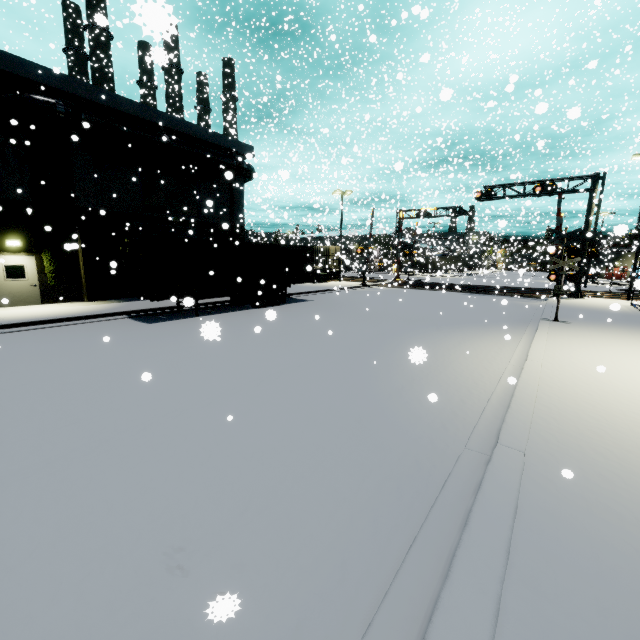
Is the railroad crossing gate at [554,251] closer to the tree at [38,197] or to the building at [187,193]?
the building at [187,193]

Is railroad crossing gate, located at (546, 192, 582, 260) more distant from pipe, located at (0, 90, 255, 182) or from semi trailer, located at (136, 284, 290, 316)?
semi trailer, located at (136, 284, 290, 316)

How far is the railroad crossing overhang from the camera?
22.59m

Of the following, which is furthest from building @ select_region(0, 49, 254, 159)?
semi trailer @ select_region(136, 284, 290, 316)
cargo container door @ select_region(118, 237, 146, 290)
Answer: semi trailer @ select_region(136, 284, 290, 316)

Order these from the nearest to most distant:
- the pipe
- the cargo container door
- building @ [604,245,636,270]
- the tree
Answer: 1. the cargo container door
2. the pipe
3. the tree
4. building @ [604,245,636,270]

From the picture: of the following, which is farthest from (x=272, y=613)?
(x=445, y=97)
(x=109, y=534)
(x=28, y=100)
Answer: (x=28, y=100)

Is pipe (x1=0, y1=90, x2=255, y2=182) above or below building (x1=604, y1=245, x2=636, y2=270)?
above

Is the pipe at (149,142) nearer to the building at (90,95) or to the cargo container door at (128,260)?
the building at (90,95)
